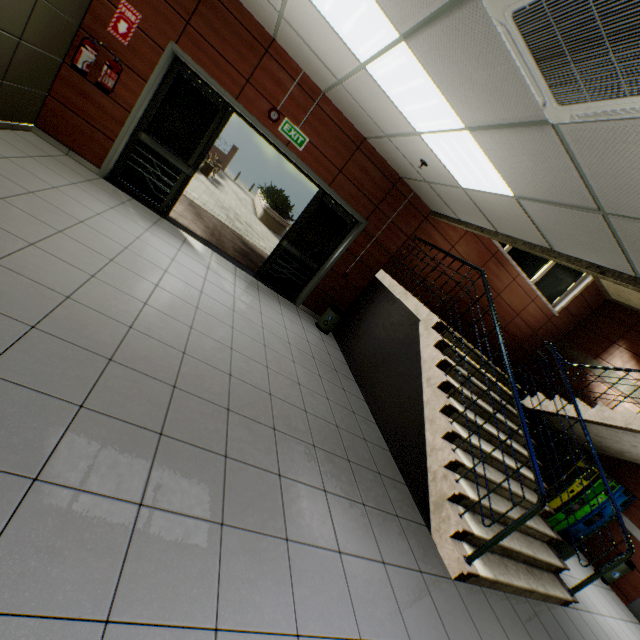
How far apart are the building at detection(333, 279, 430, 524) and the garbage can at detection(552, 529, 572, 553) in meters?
2.7

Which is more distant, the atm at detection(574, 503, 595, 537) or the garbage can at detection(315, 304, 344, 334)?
the garbage can at detection(315, 304, 344, 334)

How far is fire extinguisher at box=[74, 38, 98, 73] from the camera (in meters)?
4.31

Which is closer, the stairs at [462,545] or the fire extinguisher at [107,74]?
the stairs at [462,545]

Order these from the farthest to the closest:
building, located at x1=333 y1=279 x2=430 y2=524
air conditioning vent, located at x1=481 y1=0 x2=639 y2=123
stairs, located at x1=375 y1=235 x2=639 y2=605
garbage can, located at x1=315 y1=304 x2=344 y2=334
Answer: garbage can, located at x1=315 y1=304 x2=344 y2=334 → building, located at x1=333 y1=279 x2=430 y2=524 → stairs, located at x1=375 y1=235 x2=639 y2=605 → air conditioning vent, located at x1=481 y1=0 x2=639 y2=123

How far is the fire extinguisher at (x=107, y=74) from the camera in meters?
4.4 m

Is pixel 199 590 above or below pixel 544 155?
below

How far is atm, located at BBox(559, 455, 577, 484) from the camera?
5.2 meters
